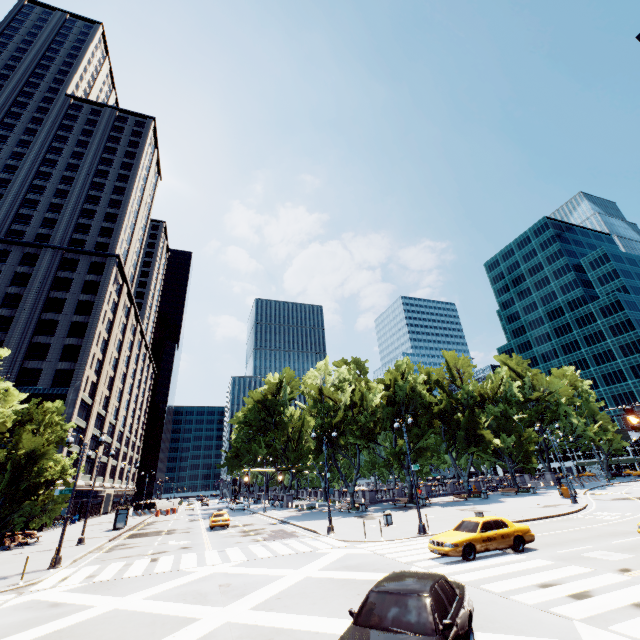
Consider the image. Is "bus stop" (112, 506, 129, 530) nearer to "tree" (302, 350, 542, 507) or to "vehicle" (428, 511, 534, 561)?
"tree" (302, 350, 542, 507)

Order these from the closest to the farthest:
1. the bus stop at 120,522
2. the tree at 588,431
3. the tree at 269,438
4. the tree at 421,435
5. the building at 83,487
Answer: the bus stop at 120,522 < the tree at 421,435 < the building at 83,487 < the tree at 269,438 < the tree at 588,431

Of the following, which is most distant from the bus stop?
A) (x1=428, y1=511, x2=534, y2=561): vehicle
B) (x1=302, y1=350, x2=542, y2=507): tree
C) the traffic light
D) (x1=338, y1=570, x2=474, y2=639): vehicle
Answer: the traffic light

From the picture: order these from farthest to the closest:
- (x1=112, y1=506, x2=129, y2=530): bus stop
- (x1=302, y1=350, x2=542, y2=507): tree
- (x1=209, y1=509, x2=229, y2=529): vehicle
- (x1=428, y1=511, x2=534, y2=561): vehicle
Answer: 1. (x1=302, y1=350, x2=542, y2=507): tree
2. (x1=112, y1=506, x2=129, y2=530): bus stop
3. (x1=209, y1=509, x2=229, y2=529): vehicle
4. (x1=428, y1=511, x2=534, y2=561): vehicle

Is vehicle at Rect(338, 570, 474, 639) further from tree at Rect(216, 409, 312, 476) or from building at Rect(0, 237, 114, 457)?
building at Rect(0, 237, 114, 457)

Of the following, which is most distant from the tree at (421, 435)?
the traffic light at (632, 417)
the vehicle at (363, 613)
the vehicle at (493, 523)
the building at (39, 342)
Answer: the traffic light at (632, 417)

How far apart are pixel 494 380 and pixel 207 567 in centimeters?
5519cm

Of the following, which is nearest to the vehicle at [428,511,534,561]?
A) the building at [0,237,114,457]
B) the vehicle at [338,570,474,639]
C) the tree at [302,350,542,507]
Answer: the vehicle at [338,570,474,639]
